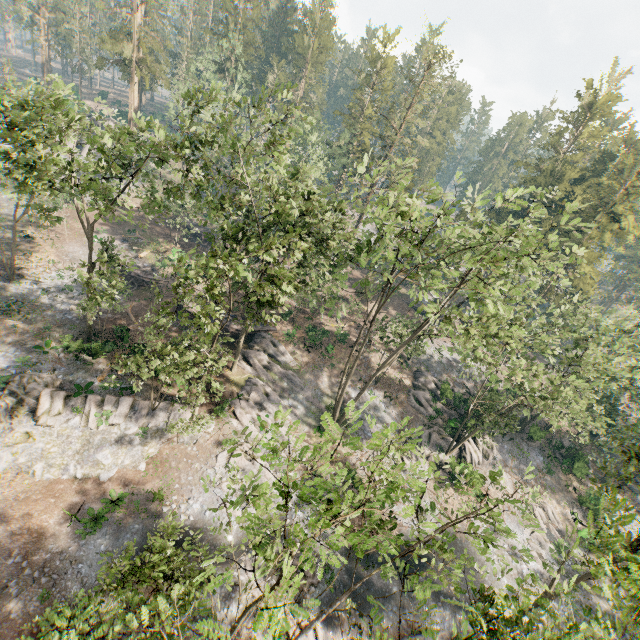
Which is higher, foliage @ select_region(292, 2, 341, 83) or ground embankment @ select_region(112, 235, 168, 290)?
foliage @ select_region(292, 2, 341, 83)

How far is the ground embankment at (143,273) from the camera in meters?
38.0 m

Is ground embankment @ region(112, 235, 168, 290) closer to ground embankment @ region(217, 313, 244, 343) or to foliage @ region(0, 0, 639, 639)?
ground embankment @ region(217, 313, 244, 343)

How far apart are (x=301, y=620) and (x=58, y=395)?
22.5m

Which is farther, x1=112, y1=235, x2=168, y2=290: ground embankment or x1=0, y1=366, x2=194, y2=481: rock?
x1=112, y1=235, x2=168, y2=290: ground embankment

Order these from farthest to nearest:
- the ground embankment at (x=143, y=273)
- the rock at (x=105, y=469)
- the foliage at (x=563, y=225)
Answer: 1. the ground embankment at (x=143, y=273)
2. the rock at (x=105, y=469)
3. the foliage at (x=563, y=225)

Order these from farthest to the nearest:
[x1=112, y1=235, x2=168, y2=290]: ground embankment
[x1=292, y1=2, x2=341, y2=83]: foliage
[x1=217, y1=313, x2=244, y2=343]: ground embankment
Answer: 1. [x1=292, y1=2, x2=341, y2=83]: foliage
2. [x1=112, y1=235, x2=168, y2=290]: ground embankment
3. [x1=217, y1=313, x2=244, y2=343]: ground embankment

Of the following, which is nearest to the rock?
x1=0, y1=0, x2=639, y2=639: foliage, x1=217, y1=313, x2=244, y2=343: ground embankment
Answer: x1=0, y1=0, x2=639, y2=639: foliage
